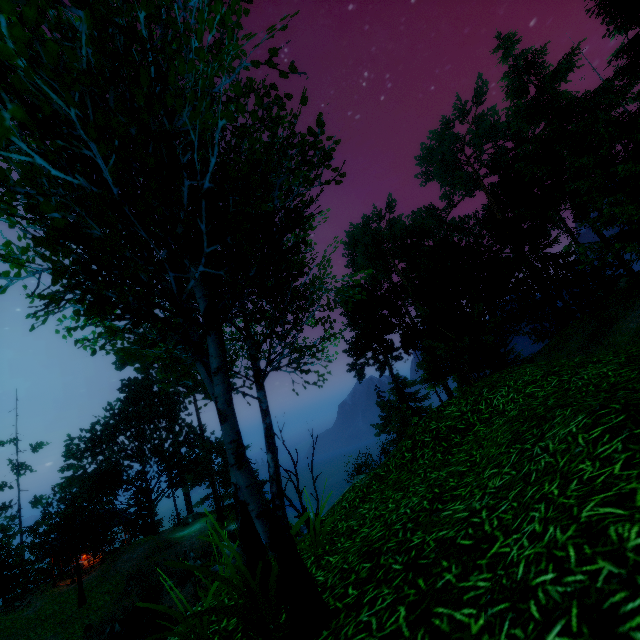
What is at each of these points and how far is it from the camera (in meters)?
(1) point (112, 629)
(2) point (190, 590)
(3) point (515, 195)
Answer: (1) rock, 18.62
(2) rock, 21.53
(3) tree, 34.12

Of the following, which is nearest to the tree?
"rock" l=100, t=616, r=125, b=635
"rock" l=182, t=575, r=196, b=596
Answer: "rock" l=100, t=616, r=125, b=635

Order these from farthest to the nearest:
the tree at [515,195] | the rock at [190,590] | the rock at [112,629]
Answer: the rock at [190,590], the rock at [112,629], the tree at [515,195]

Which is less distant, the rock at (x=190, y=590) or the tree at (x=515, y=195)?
the tree at (x=515, y=195)

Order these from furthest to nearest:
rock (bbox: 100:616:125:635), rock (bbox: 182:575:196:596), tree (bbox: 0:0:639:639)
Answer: rock (bbox: 182:575:196:596)
rock (bbox: 100:616:125:635)
tree (bbox: 0:0:639:639)

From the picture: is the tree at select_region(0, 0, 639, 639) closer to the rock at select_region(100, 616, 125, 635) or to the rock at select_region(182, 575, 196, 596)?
the rock at select_region(100, 616, 125, 635)
